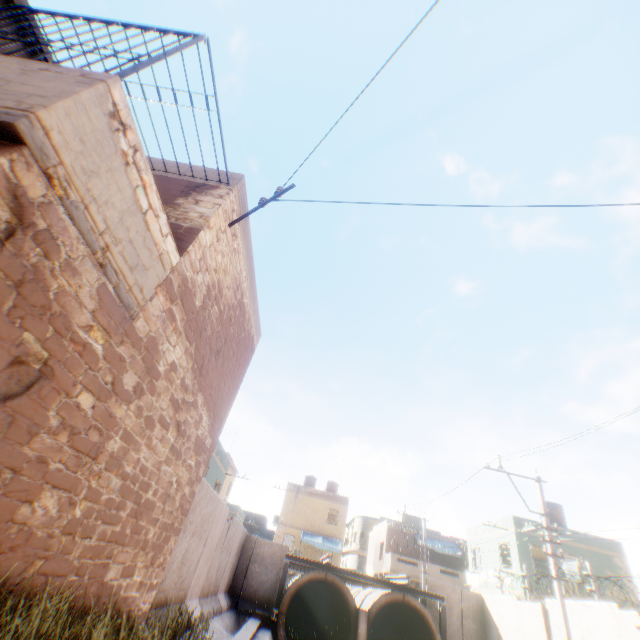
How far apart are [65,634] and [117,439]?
2.14m

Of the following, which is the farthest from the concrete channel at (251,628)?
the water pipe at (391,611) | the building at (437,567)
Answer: the building at (437,567)

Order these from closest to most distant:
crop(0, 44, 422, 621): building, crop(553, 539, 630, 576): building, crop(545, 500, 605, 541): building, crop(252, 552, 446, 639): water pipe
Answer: crop(0, 44, 422, 621): building
crop(252, 552, 446, 639): water pipe
crop(553, 539, 630, 576): building
crop(545, 500, 605, 541): building

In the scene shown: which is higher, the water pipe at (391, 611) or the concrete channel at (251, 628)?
the water pipe at (391, 611)

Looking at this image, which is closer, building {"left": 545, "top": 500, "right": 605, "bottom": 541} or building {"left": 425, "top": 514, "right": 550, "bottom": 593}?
building {"left": 425, "top": 514, "right": 550, "bottom": 593}

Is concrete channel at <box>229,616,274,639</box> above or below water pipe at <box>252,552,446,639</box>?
below

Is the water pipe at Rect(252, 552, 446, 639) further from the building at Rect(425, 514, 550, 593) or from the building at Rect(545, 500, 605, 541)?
the building at Rect(545, 500, 605, 541)
